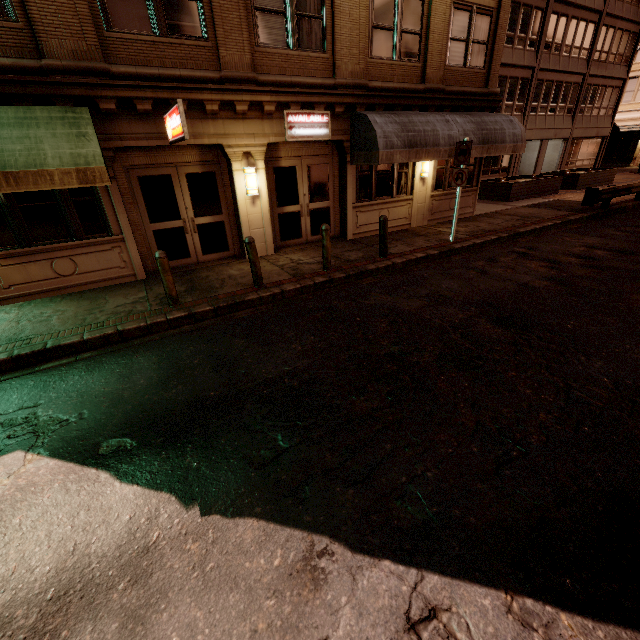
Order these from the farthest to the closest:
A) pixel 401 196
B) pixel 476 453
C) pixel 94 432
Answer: pixel 401 196 → pixel 94 432 → pixel 476 453

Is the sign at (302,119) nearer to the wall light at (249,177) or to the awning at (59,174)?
the wall light at (249,177)

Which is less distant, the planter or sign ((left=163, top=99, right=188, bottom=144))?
sign ((left=163, top=99, right=188, bottom=144))

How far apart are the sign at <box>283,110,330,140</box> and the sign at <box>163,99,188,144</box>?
3.1 meters

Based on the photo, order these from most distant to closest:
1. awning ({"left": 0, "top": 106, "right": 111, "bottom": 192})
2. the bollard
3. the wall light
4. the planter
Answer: the planter < the wall light < the bollard < awning ({"left": 0, "top": 106, "right": 111, "bottom": 192})

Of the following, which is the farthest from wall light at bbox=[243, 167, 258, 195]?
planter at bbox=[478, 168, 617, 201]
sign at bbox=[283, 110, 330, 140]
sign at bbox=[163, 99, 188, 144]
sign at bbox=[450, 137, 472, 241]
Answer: planter at bbox=[478, 168, 617, 201]

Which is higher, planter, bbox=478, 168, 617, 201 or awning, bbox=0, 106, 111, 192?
awning, bbox=0, 106, 111, 192

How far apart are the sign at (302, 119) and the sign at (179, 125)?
3.1m
